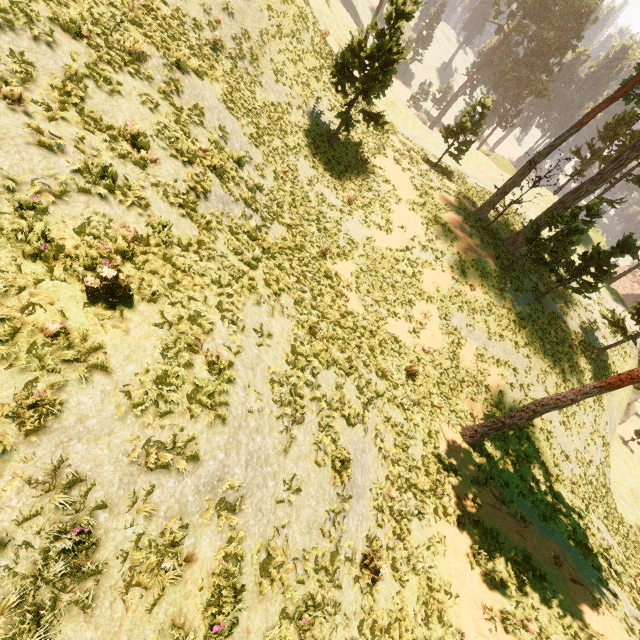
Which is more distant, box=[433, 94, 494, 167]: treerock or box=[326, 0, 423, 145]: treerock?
box=[433, 94, 494, 167]: treerock

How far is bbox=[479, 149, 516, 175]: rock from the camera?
51.5 meters

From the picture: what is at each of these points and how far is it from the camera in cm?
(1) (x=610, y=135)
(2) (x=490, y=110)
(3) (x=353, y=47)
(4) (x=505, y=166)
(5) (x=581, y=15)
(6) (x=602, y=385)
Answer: (1) treerock, 3697
(2) treerock, 2561
(3) treerock, 1778
(4) rock, 5175
(5) treerock, 5416
(6) treerock, 1120

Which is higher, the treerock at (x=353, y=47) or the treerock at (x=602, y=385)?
the treerock at (x=353, y=47)

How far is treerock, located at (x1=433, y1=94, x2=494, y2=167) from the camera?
25.5 meters

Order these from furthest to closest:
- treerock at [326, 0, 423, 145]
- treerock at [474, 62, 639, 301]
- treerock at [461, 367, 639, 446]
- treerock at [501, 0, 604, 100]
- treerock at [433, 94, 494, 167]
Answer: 1. treerock at [501, 0, 604, 100]
2. treerock at [433, 94, 494, 167]
3. treerock at [474, 62, 639, 301]
4. treerock at [326, 0, 423, 145]
5. treerock at [461, 367, 639, 446]

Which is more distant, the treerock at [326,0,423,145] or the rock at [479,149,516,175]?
the rock at [479,149,516,175]

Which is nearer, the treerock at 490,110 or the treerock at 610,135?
the treerock at 610,135
